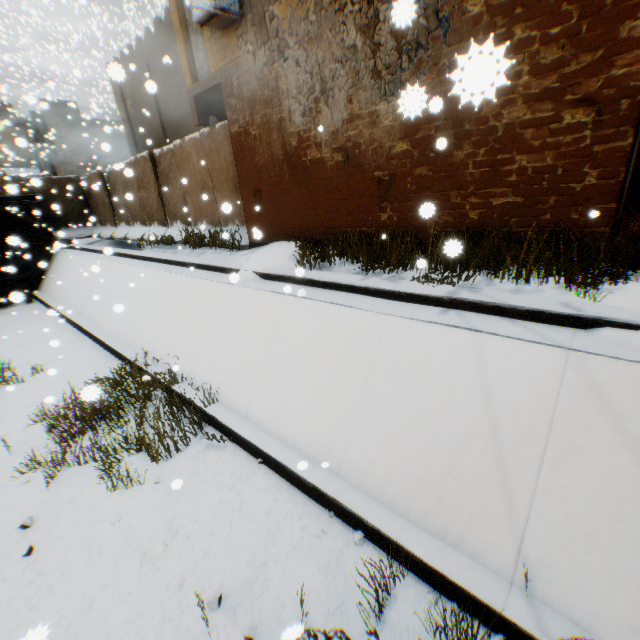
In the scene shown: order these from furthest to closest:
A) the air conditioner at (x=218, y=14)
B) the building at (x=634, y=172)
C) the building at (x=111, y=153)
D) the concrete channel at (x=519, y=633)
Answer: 1. the building at (x=634, y=172)
2. the air conditioner at (x=218, y=14)
3. the building at (x=111, y=153)
4. the concrete channel at (x=519, y=633)

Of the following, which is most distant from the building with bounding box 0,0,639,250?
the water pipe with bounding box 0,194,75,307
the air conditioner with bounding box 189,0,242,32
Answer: the water pipe with bounding box 0,194,75,307

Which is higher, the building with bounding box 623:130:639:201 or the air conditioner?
the air conditioner

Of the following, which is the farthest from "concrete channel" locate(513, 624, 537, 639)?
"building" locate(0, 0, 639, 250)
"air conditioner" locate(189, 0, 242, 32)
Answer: "air conditioner" locate(189, 0, 242, 32)

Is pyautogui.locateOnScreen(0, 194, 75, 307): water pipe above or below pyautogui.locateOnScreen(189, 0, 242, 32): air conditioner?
below

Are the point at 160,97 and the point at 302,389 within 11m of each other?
no

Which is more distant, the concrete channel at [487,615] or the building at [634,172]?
the building at [634,172]
